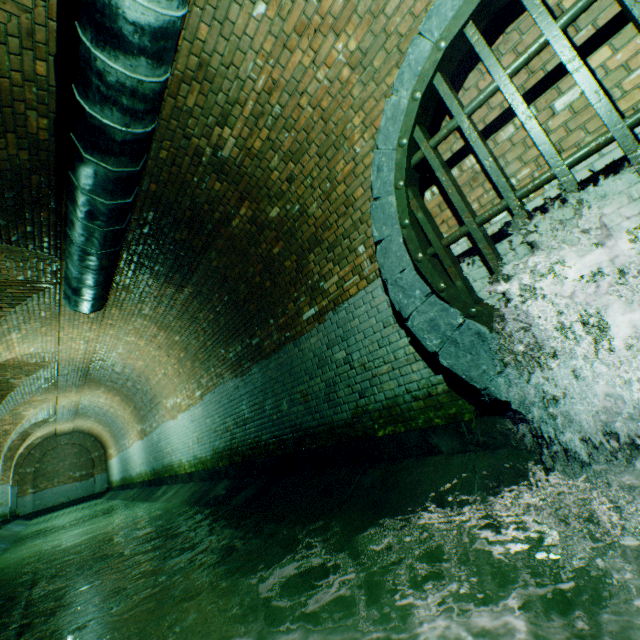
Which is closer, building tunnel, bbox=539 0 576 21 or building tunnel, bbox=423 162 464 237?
building tunnel, bbox=539 0 576 21

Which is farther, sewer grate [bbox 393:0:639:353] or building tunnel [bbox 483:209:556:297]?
building tunnel [bbox 483:209:556:297]

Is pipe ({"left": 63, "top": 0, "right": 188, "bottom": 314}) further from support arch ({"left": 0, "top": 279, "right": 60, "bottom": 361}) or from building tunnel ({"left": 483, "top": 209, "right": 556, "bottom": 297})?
support arch ({"left": 0, "top": 279, "right": 60, "bottom": 361})

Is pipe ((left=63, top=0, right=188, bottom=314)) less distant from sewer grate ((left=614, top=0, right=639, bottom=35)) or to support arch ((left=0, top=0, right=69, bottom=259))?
support arch ((left=0, top=0, right=69, bottom=259))

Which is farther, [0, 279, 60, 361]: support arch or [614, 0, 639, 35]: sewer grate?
[0, 279, 60, 361]: support arch

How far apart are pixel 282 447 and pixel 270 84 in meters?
5.0

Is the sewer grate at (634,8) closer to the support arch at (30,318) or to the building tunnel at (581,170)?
the building tunnel at (581,170)

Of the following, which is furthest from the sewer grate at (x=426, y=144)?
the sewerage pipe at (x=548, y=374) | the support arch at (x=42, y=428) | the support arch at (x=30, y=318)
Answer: the support arch at (x=42, y=428)
